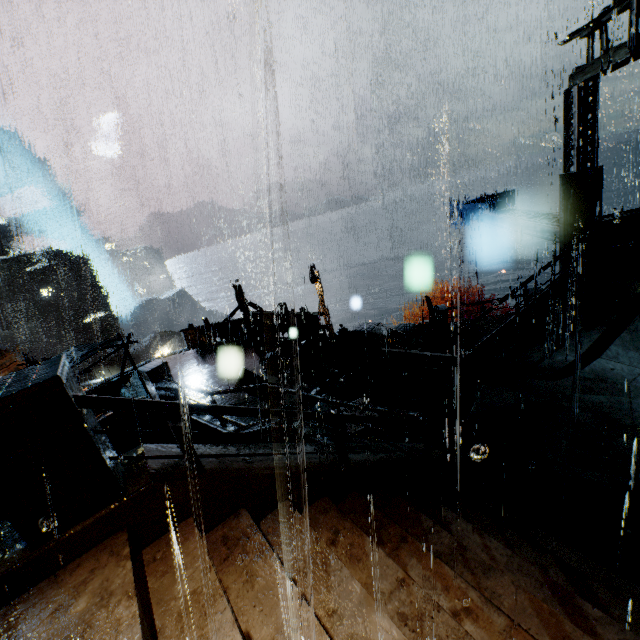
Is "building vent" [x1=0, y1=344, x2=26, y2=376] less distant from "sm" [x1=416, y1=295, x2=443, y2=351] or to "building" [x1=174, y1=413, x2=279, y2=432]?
"building" [x1=174, y1=413, x2=279, y2=432]

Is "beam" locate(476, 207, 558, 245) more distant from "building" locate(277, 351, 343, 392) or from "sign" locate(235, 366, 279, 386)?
"sign" locate(235, 366, 279, 386)

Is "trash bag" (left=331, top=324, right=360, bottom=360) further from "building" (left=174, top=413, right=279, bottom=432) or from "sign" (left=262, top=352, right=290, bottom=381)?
"sign" (left=262, top=352, right=290, bottom=381)

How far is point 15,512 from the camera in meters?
2.8 m

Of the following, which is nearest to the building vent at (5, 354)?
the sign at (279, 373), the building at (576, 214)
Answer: the building at (576, 214)

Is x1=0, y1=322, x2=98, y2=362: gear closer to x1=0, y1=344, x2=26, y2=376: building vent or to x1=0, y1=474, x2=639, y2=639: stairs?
x1=0, y1=344, x2=26, y2=376: building vent

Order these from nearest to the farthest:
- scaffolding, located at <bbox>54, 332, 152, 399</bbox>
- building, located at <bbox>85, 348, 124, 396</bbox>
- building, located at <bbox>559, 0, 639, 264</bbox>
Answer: scaffolding, located at <bbox>54, 332, 152, 399</bbox> → building, located at <bbox>559, 0, 639, 264</bbox> → building, located at <bbox>85, 348, 124, 396</bbox>

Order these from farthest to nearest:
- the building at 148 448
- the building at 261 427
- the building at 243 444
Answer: the building at 261 427 < the building at 243 444 < the building at 148 448
